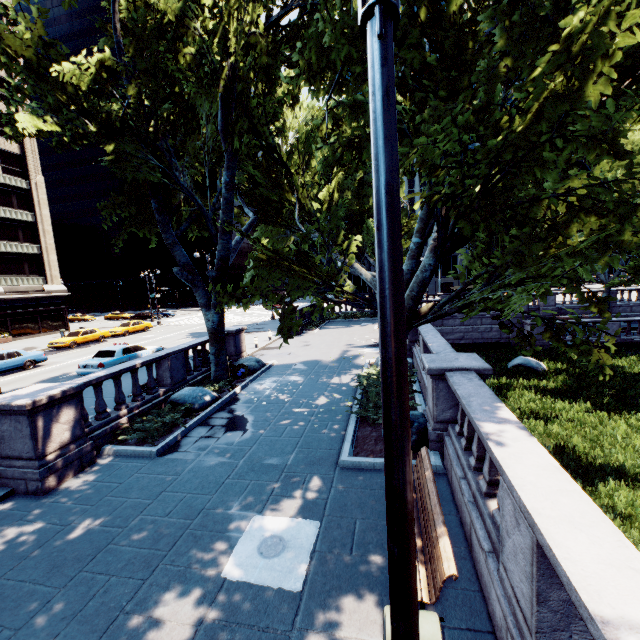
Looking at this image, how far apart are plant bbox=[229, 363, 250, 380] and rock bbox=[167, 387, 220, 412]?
1.9m

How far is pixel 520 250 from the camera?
8.0m

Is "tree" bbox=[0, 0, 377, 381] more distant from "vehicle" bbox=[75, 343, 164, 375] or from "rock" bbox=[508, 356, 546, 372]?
"rock" bbox=[508, 356, 546, 372]

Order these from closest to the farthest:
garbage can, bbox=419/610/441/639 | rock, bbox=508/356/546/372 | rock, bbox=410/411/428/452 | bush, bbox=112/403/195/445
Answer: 1. garbage can, bbox=419/610/441/639
2. rock, bbox=410/411/428/452
3. bush, bbox=112/403/195/445
4. rock, bbox=508/356/546/372

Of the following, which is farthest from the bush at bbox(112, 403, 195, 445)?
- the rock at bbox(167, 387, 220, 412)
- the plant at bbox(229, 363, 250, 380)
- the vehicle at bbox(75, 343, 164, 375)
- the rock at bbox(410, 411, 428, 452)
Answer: the vehicle at bbox(75, 343, 164, 375)

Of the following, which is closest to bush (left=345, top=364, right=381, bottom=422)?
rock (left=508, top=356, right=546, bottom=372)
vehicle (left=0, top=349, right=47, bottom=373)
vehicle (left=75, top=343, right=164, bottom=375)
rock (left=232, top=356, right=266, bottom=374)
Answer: rock (left=232, top=356, right=266, bottom=374)

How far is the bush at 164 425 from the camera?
Answer: 9.42m

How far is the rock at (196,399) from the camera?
11.6 meters
